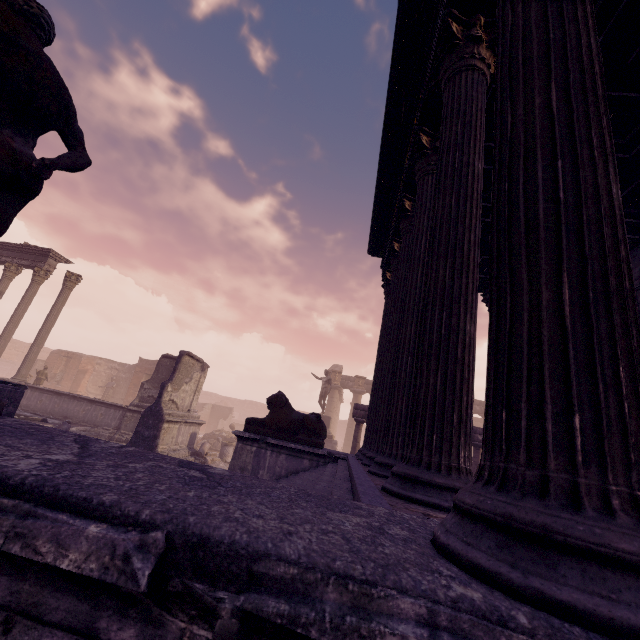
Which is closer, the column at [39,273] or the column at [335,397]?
the column at [39,273]

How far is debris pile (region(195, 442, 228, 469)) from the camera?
12.8m

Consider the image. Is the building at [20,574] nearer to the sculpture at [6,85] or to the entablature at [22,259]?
the sculpture at [6,85]

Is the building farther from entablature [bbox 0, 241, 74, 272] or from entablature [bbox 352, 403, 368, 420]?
entablature [bbox 0, 241, 74, 272]

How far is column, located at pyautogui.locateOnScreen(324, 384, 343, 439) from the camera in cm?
2822

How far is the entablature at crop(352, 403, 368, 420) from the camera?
12.4 meters

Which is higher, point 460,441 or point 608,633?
point 460,441

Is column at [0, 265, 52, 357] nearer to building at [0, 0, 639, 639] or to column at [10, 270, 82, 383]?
column at [10, 270, 82, 383]
